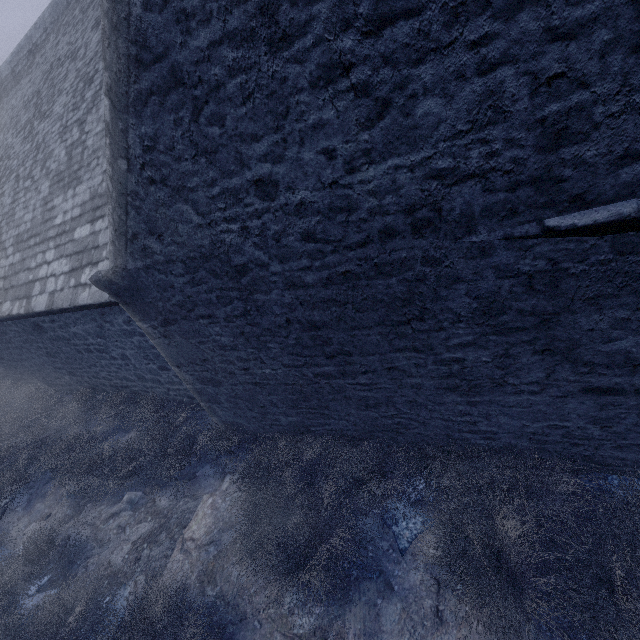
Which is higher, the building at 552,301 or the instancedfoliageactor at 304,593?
the building at 552,301

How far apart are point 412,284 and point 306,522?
2.81m

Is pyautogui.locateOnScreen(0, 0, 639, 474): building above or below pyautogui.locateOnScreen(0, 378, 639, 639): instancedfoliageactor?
above

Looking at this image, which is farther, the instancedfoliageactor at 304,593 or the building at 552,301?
the instancedfoliageactor at 304,593

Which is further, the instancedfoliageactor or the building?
the instancedfoliageactor
